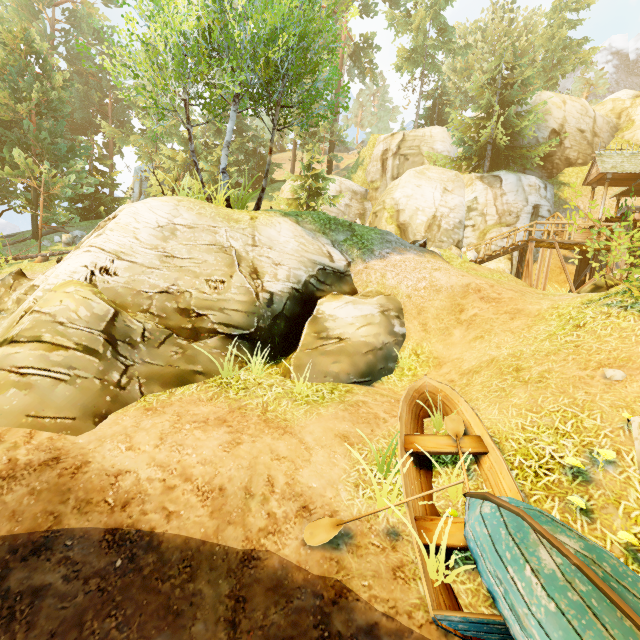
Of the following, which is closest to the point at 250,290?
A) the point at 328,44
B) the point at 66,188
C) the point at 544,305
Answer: the point at 544,305

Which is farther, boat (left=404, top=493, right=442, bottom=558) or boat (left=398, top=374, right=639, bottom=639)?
boat (left=404, top=493, right=442, bottom=558)

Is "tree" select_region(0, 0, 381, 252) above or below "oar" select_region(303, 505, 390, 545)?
above

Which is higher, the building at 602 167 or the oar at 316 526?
the building at 602 167

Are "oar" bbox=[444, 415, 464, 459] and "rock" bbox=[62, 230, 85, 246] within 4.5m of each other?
no

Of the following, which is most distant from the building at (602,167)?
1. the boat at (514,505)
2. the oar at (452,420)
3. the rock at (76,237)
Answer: the rock at (76,237)

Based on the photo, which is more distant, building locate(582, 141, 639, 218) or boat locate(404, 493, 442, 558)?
building locate(582, 141, 639, 218)

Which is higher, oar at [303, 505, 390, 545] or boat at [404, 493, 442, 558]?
boat at [404, 493, 442, 558]
